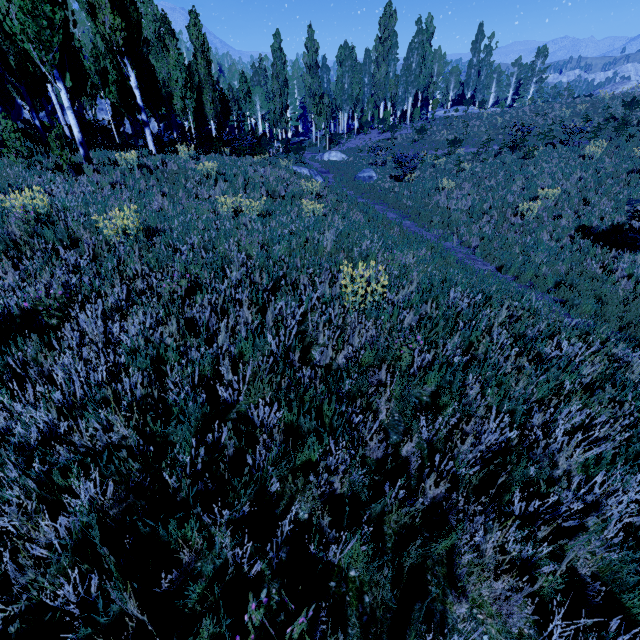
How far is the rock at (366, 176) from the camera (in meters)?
20.94

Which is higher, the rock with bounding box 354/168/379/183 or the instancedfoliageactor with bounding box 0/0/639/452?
the instancedfoliageactor with bounding box 0/0/639/452

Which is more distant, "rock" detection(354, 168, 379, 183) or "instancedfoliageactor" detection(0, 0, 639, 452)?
"rock" detection(354, 168, 379, 183)

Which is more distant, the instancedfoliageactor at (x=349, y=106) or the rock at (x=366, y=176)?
the rock at (x=366, y=176)

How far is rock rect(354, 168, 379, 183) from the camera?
20.9m

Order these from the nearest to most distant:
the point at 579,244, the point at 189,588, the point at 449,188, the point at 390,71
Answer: the point at 189,588 → the point at 579,244 → the point at 449,188 → the point at 390,71
